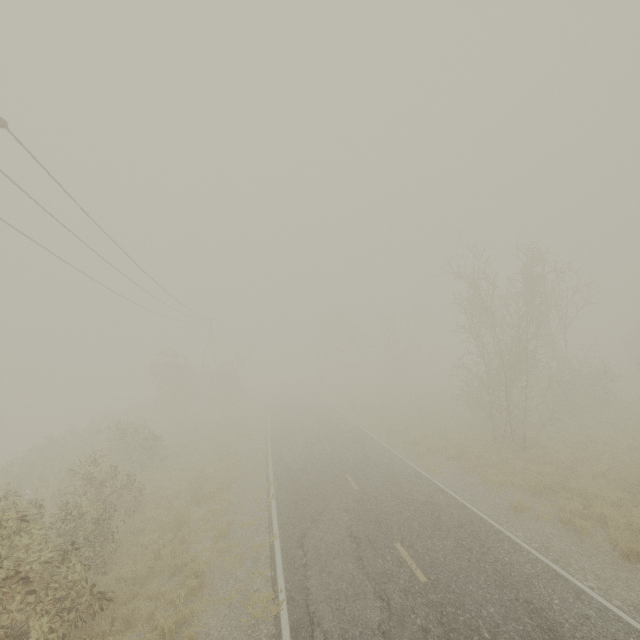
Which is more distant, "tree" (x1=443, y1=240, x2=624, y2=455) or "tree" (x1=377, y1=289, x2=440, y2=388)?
"tree" (x1=377, y1=289, x2=440, y2=388)

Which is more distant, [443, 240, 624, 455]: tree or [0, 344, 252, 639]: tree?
[443, 240, 624, 455]: tree

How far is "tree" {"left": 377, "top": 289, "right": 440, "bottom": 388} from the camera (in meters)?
46.84

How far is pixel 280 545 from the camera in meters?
10.6

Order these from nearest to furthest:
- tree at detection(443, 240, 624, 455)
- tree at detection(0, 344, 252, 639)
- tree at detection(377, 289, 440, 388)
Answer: tree at detection(0, 344, 252, 639) → tree at detection(443, 240, 624, 455) → tree at detection(377, 289, 440, 388)

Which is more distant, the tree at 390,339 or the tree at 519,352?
the tree at 390,339

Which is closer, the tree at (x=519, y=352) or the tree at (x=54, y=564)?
the tree at (x=54, y=564)
